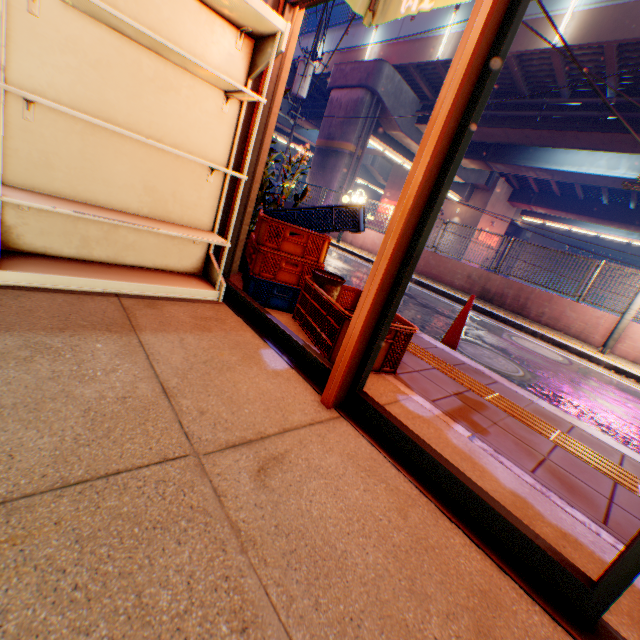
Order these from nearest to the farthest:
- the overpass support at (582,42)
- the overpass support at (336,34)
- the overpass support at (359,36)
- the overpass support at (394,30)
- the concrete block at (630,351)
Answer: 1. the concrete block at (630,351)
2. the overpass support at (582,42)
3. the overpass support at (394,30)
4. the overpass support at (359,36)
5. the overpass support at (336,34)

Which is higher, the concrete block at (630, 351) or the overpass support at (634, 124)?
the overpass support at (634, 124)

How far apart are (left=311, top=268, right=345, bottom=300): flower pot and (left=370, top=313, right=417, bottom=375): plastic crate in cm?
1

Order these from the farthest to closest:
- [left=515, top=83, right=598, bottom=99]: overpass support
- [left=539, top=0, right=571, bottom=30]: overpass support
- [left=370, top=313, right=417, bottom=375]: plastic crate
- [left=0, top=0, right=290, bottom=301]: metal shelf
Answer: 1. [left=515, top=83, right=598, bottom=99]: overpass support
2. [left=539, top=0, right=571, bottom=30]: overpass support
3. [left=370, top=313, right=417, bottom=375]: plastic crate
4. [left=0, top=0, right=290, bottom=301]: metal shelf

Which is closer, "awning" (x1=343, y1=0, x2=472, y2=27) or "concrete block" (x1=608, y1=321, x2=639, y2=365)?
"awning" (x1=343, y1=0, x2=472, y2=27)

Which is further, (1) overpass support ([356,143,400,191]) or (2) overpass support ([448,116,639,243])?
(1) overpass support ([356,143,400,191])

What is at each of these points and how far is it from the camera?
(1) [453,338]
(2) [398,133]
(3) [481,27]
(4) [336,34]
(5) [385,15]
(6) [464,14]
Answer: (1) road cone, 3.90m
(2) overpass support, 19.84m
(3) door, 1.21m
(4) overpass support, 20.25m
(5) awning, 3.21m
(6) overpass support, 14.39m
